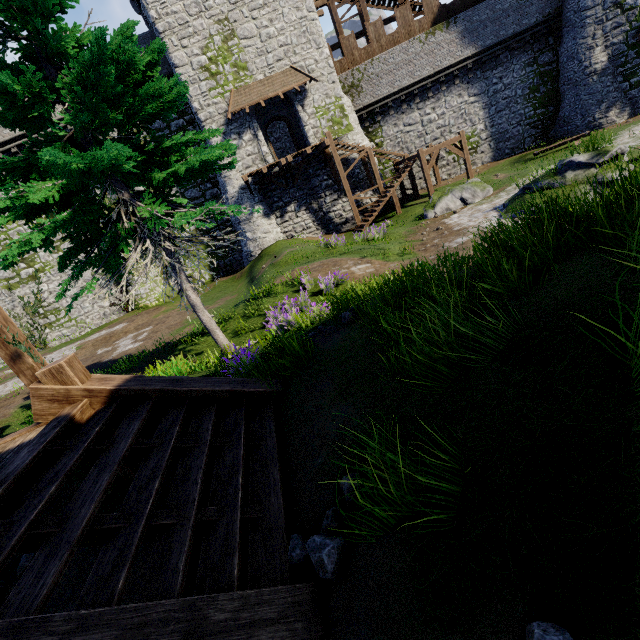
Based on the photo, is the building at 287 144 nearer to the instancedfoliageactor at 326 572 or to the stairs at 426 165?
the stairs at 426 165

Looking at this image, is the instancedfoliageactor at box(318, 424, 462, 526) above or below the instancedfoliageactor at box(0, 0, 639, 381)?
below

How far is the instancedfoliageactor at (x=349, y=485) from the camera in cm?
173

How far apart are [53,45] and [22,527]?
8.09m

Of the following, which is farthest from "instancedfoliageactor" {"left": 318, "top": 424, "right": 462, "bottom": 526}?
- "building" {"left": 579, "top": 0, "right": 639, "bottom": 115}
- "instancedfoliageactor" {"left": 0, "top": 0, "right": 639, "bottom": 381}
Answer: "building" {"left": 579, "top": 0, "right": 639, "bottom": 115}

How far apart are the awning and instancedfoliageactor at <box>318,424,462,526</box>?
23.4m

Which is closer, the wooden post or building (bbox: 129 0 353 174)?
the wooden post
